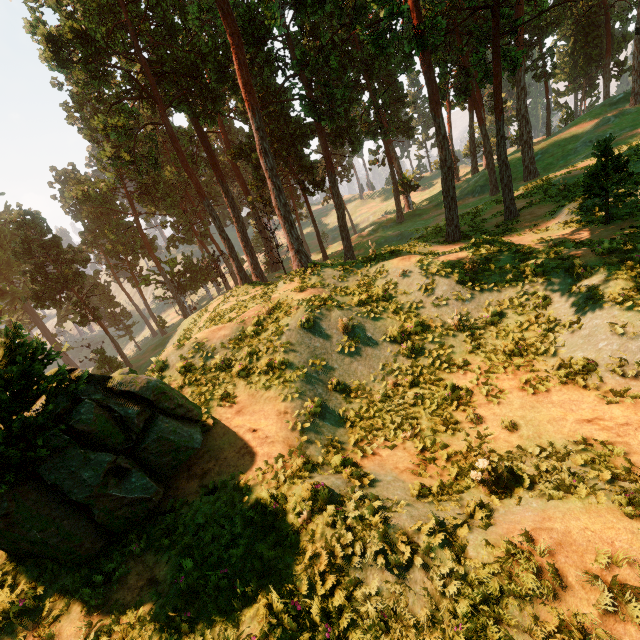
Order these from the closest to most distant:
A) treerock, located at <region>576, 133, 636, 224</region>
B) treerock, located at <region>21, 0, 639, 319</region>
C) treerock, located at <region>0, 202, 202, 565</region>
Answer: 1. treerock, located at <region>0, 202, 202, 565</region>
2. treerock, located at <region>576, 133, 636, 224</region>
3. treerock, located at <region>21, 0, 639, 319</region>

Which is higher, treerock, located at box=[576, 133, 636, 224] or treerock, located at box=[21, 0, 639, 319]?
treerock, located at box=[21, 0, 639, 319]

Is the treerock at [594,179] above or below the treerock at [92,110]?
below

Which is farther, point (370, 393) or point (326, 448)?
point (370, 393)

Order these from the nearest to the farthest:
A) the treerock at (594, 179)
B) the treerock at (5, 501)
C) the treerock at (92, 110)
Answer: the treerock at (5, 501)
the treerock at (594, 179)
the treerock at (92, 110)

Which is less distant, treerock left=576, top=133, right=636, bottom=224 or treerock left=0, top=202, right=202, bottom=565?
treerock left=0, top=202, right=202, bottom=565
